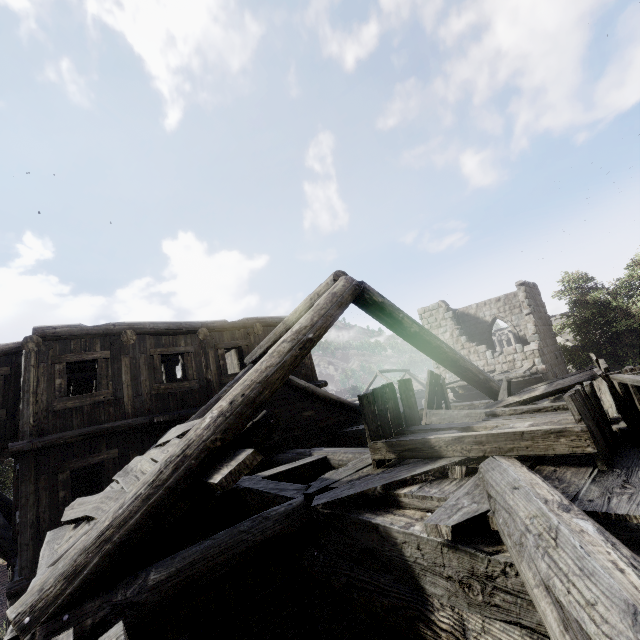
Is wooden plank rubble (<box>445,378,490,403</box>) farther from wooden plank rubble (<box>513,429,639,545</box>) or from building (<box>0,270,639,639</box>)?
wooden plank rubble (<box>513,429,639,545</box>)

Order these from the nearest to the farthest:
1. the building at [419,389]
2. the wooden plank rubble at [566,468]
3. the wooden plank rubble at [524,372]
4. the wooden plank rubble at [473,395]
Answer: the wooden plank rubble at [566,468], the building at [419,389], the wooden plank rubble at [524,372], the wooden plank rubble at [473,395]

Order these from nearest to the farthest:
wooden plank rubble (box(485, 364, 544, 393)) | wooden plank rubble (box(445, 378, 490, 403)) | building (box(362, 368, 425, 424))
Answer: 1. building (box(362, 368, 425, 424))
2. wooden plank rubble (box(485, 364, 544, 393))
3. wooden plank rubble (box(445, 378, 490, 403))

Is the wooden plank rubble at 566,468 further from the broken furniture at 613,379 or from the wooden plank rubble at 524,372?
the wooden plank rubble at 524,372

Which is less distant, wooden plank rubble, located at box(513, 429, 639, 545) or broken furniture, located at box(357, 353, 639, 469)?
wooden plank rubble, located at box(513, 429, 639, 545)

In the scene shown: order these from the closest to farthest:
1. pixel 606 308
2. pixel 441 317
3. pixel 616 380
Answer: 1. pixel 616 380
2. pixel 606 308
3. pixel 441 317

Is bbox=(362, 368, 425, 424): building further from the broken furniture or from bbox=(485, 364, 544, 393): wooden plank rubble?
the broken furniture
